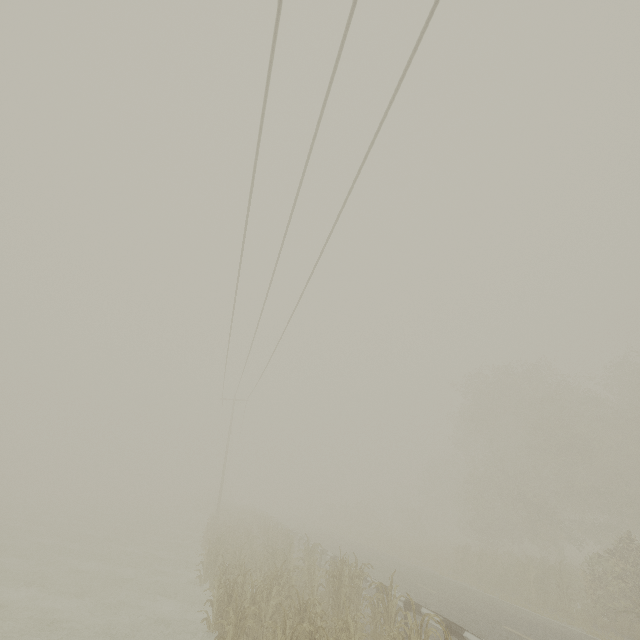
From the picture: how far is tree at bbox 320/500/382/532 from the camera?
46.0m

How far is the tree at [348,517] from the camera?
45.97m

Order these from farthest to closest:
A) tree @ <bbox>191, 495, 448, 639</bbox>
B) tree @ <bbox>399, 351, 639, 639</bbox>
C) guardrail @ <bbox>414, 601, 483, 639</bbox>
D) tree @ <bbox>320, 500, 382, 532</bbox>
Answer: tree @ <bbox>320, 500, 382, 532</bbox>, tree @ <bbox>399, 351, 639, 639</bbox>, guardrail @ <bbox>414, 601, 483, 639</bbox>, tree @ <bbox>191, 495, 448, 639</bbox>

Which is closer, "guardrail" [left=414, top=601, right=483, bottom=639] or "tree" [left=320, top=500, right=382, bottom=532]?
"guardrail" [left=414, top=601, right=483, bottom=639]

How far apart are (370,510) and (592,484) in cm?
2902

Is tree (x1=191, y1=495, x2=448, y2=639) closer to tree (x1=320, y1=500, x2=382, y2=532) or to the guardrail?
the guardrail

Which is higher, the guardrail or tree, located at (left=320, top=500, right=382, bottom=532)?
tree, located at (left=320, top=500, right=382, bottom=532)

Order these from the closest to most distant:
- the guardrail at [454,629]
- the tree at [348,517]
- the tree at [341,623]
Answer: the tree at [341,623]
the guardrail at [454,629]
the tree at [348,517]
